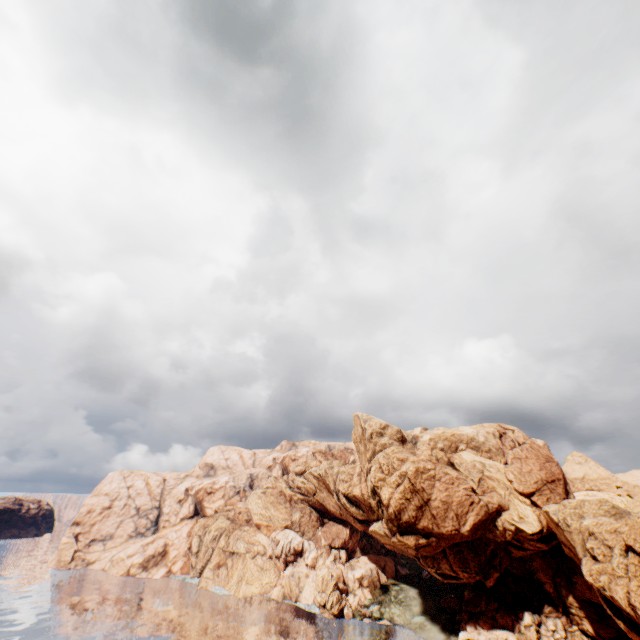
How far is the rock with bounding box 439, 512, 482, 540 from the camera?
59.12m

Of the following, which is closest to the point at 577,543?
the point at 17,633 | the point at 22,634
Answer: the point at 22,634

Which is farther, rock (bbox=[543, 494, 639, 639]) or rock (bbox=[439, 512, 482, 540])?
rock (bbox=[439, 512, 482, 540])

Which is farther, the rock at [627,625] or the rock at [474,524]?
the rock at [474,524]

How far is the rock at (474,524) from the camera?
59.1m
